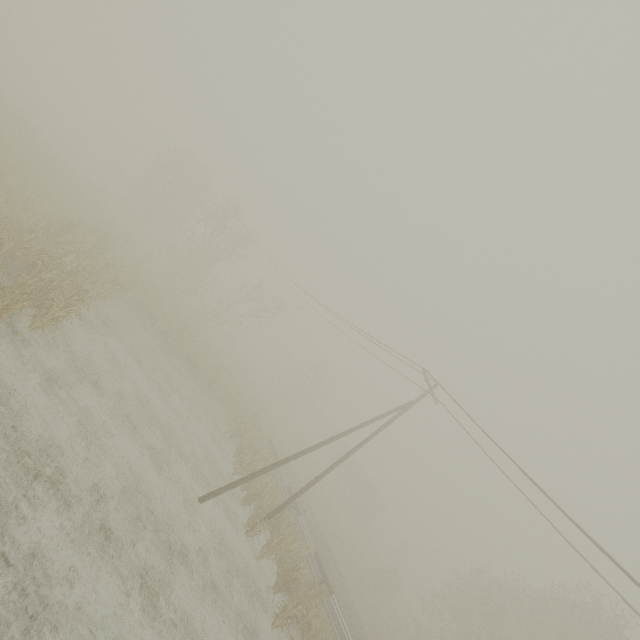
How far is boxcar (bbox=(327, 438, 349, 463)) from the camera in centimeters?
5512cm

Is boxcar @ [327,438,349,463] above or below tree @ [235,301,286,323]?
below

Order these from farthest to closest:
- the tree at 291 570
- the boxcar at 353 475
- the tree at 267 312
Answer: the boxcar at 353 475 → the tree at 267 312 → the tree at 291 570

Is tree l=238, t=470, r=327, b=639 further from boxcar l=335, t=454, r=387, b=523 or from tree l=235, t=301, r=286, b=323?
boxcar l=335, t=454, r=387, b=523

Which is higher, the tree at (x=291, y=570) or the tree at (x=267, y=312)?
the tree at (x=267, y=312)

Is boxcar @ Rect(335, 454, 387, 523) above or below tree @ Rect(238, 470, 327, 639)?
above

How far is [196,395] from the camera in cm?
2203

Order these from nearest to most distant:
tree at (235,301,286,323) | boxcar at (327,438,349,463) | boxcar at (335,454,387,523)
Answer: tree at (235,301,286,323) → boxcar at (335,454,387,523) → boxcar at (327,438,349,463)
